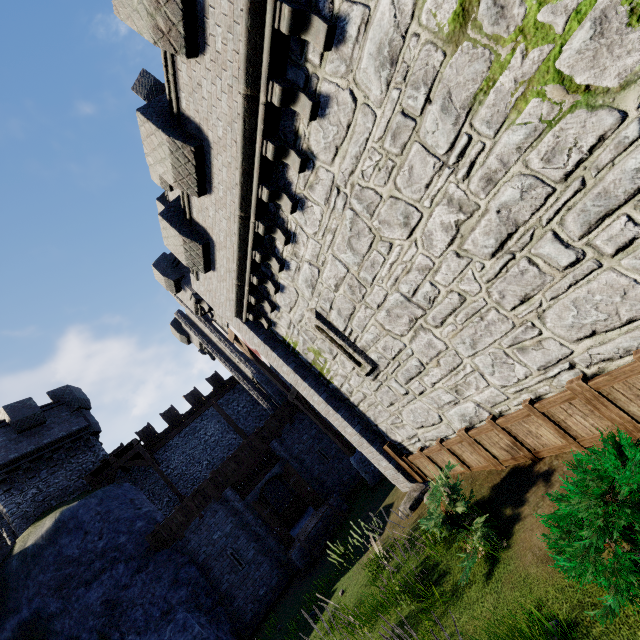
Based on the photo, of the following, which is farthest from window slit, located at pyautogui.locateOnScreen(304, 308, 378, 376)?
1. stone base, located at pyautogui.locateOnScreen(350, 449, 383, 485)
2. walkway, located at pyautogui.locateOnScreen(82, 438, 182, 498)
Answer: walkway, located at pyautogui.locateOnScreen(82, 438, 182, 498)

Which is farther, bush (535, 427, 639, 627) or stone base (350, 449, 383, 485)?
stone base (350, 449, 383, 485)

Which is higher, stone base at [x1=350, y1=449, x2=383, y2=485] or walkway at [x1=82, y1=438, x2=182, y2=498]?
walkway at [x1=82, y1=438, x2=182, y2=498]

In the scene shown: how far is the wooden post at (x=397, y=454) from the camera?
9.7 meters

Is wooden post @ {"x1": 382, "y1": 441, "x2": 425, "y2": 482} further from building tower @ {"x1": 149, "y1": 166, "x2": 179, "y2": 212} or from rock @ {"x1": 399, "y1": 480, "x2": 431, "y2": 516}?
building tower @ {"x1": 149, "y1": 166, "x2": 179, "y2": 212}

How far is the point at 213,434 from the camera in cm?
2319

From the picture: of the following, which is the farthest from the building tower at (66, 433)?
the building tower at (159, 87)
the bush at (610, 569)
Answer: the bush at (610, 569)

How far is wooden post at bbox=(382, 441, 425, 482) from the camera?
9.73m
